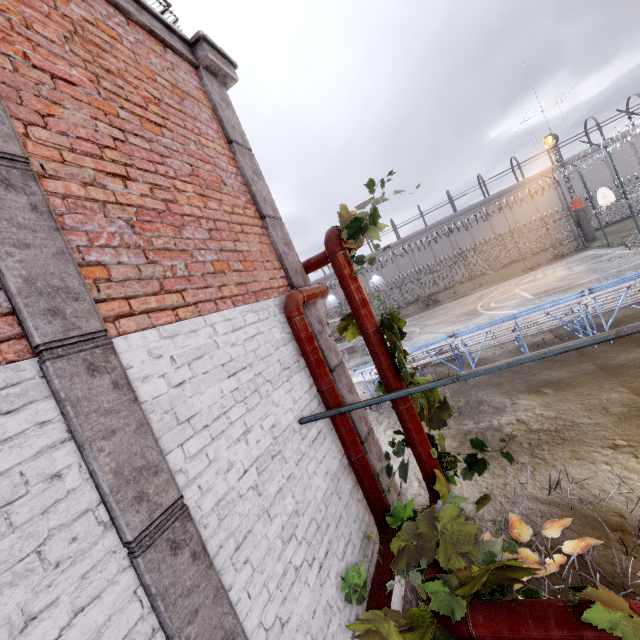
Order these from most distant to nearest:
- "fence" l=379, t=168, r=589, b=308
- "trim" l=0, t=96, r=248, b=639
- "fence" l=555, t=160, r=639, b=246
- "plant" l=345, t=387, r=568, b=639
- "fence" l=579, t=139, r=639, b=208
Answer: "fence" l=379, t=168, r=589, b=308 < "fence" l=555, t=160, r=639, b=246 < "fence" l=579, t=139, r=639, b=208 < "plant" l=345, t=387, r=568, b=639 < "trim" l=0, t=96, r=248, b=639

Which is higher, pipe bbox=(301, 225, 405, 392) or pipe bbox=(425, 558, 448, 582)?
pipe bbox=(301, 225, 405, 392)

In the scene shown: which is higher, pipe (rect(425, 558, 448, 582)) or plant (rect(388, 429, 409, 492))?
plant (rect(388, 429, 409, 492))

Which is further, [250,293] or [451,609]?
[250,293]

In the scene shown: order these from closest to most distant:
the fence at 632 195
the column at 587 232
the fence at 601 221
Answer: the fence at 632 195, the fence at 601 221, the column at 587 232

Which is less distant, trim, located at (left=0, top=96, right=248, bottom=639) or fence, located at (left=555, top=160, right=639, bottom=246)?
trim, located at (left=0, top=96, right=248, bottom=639)

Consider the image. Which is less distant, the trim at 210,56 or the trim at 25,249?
the trim at 25,249

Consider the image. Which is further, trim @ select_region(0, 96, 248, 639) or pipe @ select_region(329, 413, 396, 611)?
pipe @ select_region(329, 413, 396, 611)
